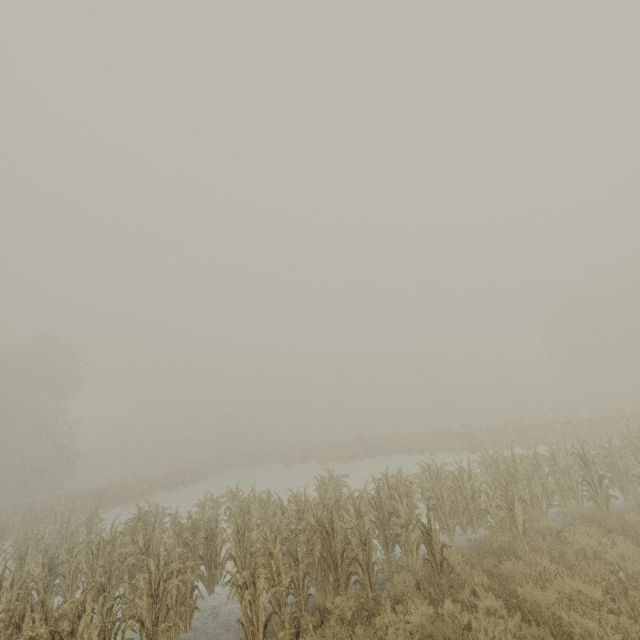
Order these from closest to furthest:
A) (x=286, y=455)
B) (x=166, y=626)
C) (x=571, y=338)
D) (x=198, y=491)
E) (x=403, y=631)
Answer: (x=403, y=631), (x=166, y=626), (x=198, y=491), (x=286, y=455), (x=571, y=338)
